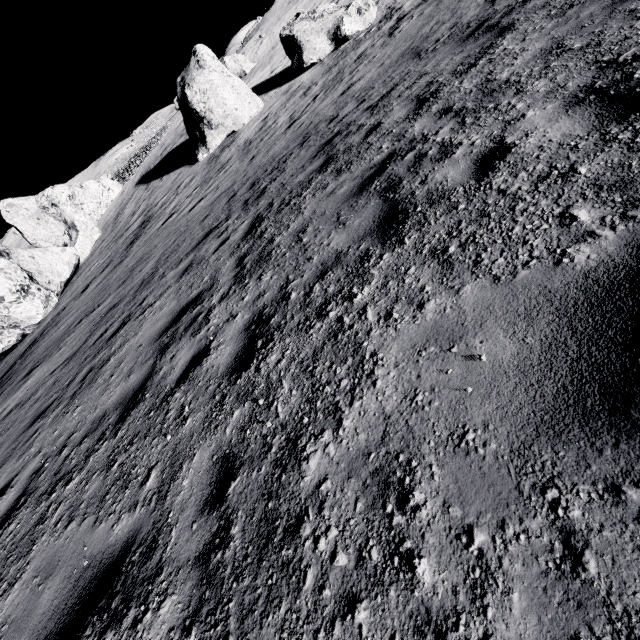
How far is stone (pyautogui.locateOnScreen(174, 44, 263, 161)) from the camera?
19.7m

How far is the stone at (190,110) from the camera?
19.7 meters

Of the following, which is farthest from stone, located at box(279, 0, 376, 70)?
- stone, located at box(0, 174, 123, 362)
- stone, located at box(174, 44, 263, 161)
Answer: stone, located at box(0, 174, 123, 362)

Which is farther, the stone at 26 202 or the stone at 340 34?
the stone at 26 202

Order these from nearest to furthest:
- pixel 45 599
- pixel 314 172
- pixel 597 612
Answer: pixel 597 612 → pixel 45 599 → pixel 314 172

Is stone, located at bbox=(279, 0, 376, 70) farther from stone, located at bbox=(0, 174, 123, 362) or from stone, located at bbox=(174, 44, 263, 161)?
stone, located at bbox=(0, 174, 123, 362)
